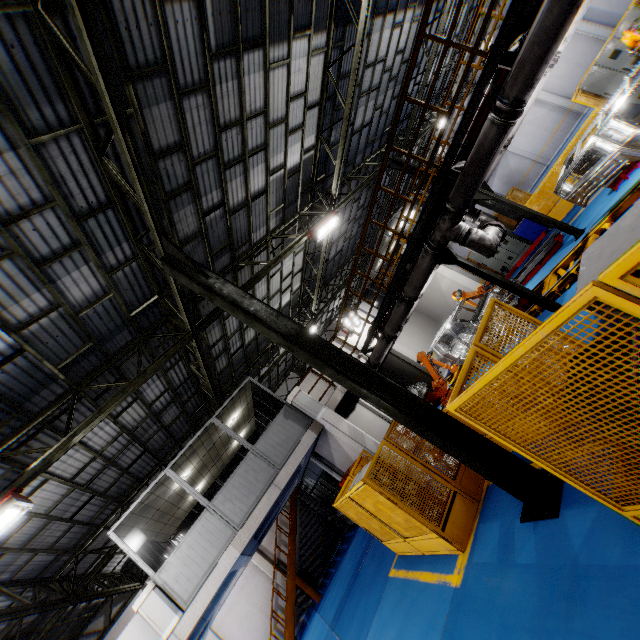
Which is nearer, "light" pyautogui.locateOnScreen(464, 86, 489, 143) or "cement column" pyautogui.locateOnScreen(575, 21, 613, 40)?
"light" pyautogui.locateOnScreen(464, 86, 489, 143)

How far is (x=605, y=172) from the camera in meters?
6.5 m

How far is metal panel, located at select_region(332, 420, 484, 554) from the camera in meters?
6.4 m

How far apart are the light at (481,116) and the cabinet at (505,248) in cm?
924

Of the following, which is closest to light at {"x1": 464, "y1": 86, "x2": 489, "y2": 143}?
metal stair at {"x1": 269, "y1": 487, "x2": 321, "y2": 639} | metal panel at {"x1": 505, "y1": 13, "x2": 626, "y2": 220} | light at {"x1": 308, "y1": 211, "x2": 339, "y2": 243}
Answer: metal panel at {"x1": 505, "y1": 13, "x2": 626, "y2": 220}

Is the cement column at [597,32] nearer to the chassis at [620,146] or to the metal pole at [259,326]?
the chassis at [620,146]

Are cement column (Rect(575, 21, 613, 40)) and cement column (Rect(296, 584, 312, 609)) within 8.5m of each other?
no

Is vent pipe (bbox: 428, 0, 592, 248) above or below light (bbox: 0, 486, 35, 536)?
below
